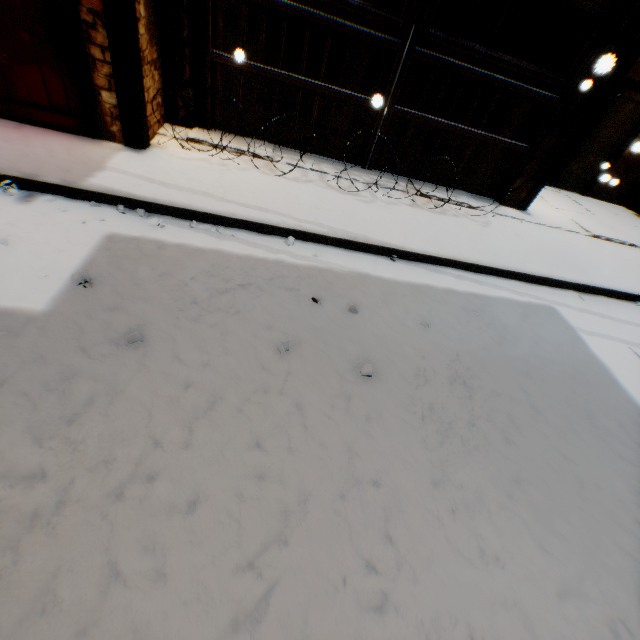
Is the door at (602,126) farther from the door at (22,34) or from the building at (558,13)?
the door at (22,34)

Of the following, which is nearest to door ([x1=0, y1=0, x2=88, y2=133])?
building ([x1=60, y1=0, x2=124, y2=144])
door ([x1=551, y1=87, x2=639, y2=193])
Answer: building ([x1=60, y1=0, x2=124, y2=144])

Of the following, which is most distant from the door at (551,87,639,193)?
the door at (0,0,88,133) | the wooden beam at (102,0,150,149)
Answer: the door at (0,0,88,133)

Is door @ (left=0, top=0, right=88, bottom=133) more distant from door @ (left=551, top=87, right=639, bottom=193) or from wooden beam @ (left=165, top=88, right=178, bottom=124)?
door @ (left=551, top=87, right=639, bottom=193)

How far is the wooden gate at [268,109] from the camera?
5.3m

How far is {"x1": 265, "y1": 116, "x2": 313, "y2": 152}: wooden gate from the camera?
5.45m

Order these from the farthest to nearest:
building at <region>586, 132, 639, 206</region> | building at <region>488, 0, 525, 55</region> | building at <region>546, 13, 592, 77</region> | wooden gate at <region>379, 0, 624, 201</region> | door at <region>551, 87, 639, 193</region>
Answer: building at <region>586, 132, 639, 206</region> < door at <region>551, 87, 639, 193</region> < building at <region>488, 0, 525, 55</region> < building at <region>546, 13, 592, 77</region> < wooden gate at <region>379, 0, 624, 201</region>

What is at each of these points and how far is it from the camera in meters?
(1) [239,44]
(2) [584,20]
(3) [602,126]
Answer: (1) wooden gate, 4.7
(2) building, 5.4
(3) door, 8.1
